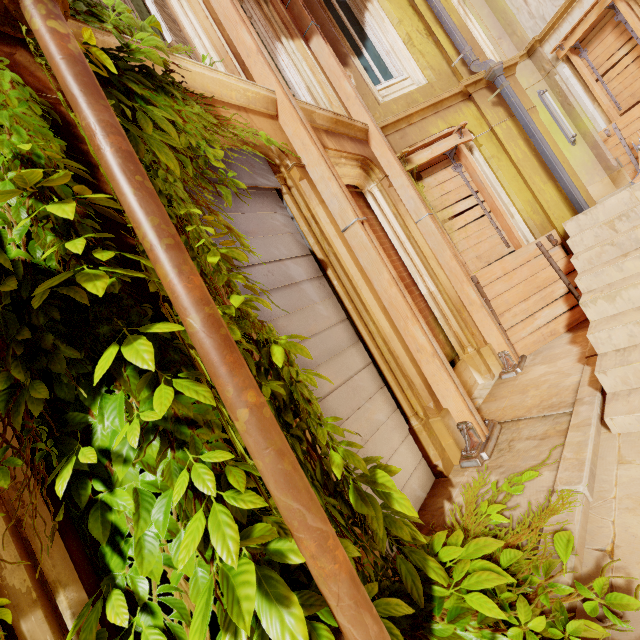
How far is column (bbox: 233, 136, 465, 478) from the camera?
3.4 meters

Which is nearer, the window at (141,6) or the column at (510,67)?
the window at (141,6)

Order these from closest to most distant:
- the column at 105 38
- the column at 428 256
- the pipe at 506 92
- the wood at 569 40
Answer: the column at 105 38 < the column at 428 256 < the pipe at 506 92 < the wood at 569 40

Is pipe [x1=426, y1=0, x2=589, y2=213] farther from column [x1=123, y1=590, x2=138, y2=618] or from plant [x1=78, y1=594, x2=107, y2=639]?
column [x1=123, y1=590, x2=138, y2=618]

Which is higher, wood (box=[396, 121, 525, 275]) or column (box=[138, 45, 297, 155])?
column (box=[138, 45, 297, 155])

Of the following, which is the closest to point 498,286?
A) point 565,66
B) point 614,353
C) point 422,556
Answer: point 614,353

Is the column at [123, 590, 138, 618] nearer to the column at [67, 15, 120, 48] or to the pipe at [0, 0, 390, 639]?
the pipe at [0, 0, 390, 639]

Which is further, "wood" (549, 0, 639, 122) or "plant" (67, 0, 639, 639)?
"wood" (549, 0, 639, 122)
